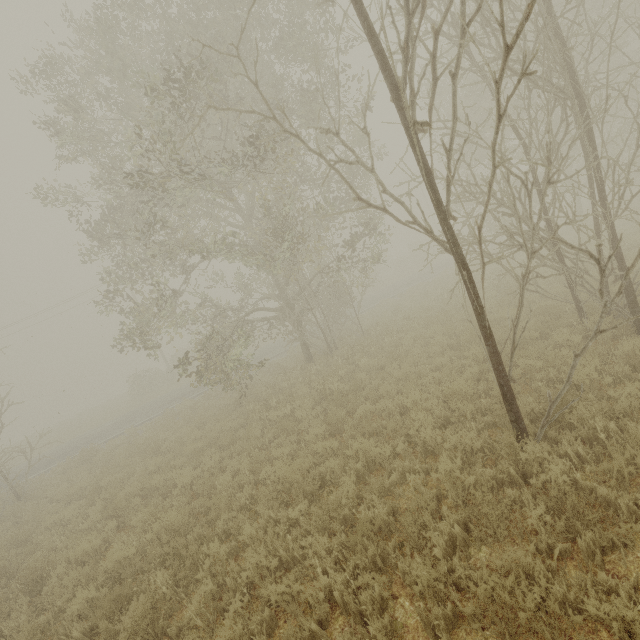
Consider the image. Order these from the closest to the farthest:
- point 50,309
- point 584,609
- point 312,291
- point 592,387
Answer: point 584,609 < point 592,387 < point 312,291 < point 50,309

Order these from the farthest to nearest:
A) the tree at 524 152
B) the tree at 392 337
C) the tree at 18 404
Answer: the tree at 18 404, the tree at 392 337, the tree at 524 152

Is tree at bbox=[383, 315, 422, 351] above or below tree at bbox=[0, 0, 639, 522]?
below

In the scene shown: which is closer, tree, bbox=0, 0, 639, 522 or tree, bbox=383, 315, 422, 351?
tree, bbox=0, 0, 639, 522

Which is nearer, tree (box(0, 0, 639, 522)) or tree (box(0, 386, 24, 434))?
tree (box(0, 0, 639, 522))

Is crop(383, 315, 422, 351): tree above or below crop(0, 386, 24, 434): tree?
below

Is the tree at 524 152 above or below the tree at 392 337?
above

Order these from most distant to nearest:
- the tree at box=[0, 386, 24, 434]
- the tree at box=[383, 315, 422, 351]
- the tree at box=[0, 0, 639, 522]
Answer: the tree at box=[0, 386, 24, 434] → the tree at box=[383, 315, 422, 351] → the tree at box=[0, 0, 639, 522]
